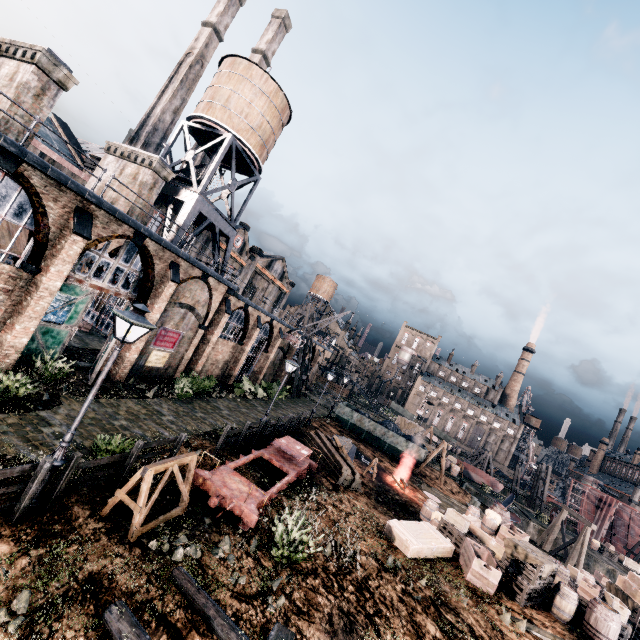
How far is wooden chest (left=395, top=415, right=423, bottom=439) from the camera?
48.5m

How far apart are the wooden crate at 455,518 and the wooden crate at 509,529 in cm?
171

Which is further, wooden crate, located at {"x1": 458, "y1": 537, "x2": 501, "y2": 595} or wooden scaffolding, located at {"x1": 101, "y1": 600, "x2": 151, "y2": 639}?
wooden crate, located at {"x1": 458, "y1": 537, "x2": 501, "y2": 595}

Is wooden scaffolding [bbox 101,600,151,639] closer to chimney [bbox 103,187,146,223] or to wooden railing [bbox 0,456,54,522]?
wooden railing [bbox 0,456,54,522]

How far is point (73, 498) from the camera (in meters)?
8.87

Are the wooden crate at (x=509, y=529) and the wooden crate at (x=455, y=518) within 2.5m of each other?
yes

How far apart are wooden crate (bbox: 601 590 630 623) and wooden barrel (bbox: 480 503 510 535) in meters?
3.7

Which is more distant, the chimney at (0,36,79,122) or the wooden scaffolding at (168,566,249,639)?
the chimney at (0,36,79,122)
